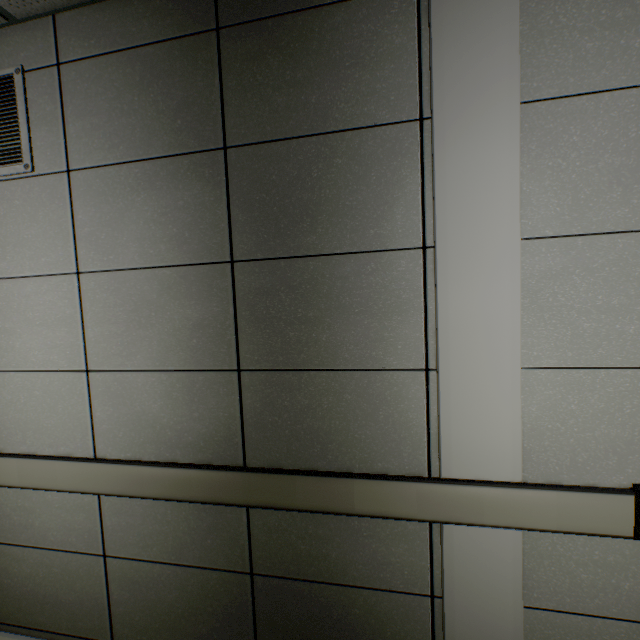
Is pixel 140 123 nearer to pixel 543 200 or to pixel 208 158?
pixel 208 158
